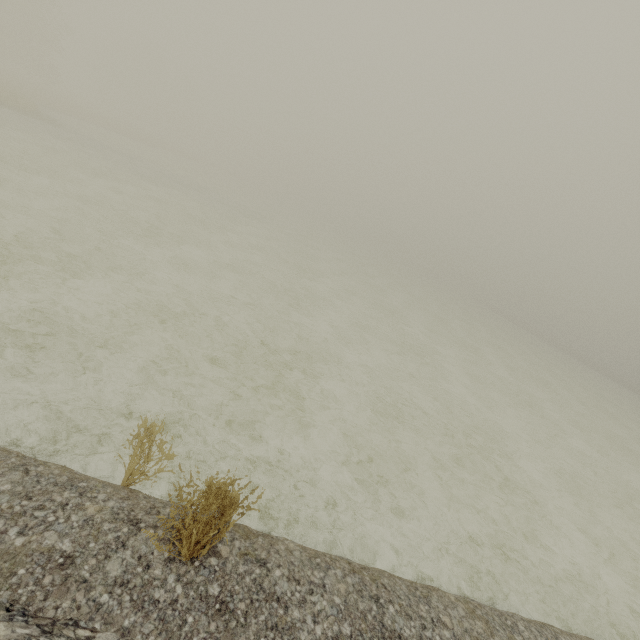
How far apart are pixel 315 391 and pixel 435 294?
41.8m
